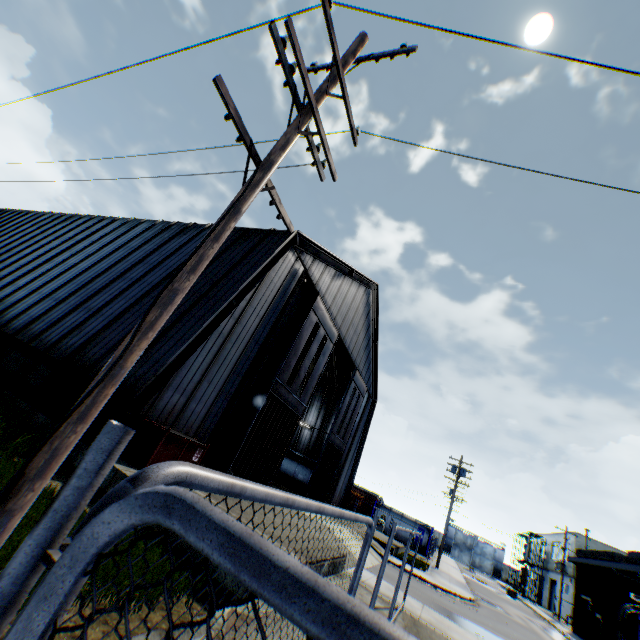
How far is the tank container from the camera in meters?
29.5 m

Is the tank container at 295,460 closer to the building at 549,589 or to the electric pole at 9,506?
the electric pole at 9,506

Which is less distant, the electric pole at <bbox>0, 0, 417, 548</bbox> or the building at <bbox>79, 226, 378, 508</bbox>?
the electric pole at <bbox>0, 0, 417, 548</bbox>

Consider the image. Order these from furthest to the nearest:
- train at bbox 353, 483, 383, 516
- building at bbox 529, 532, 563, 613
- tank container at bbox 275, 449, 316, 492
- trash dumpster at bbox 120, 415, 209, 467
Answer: train at bbox 353, 483, 383, 516 < building at bbox 529, 532, 563, 613 < tank container at bbox 275, 449, 316, 492 < trash dumpster at bbox 120, 415, 209, 467

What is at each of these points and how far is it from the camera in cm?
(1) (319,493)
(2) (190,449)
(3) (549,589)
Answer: (1) hanging door, 2469
(2) trash dumpster, 1012
(3) building, 4716

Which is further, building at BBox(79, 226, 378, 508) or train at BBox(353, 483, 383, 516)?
train at BBox(353, 483, 383, 516)

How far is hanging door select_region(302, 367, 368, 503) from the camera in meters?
23.7 m

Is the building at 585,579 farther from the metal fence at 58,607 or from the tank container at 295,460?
the tank container at 295,460
